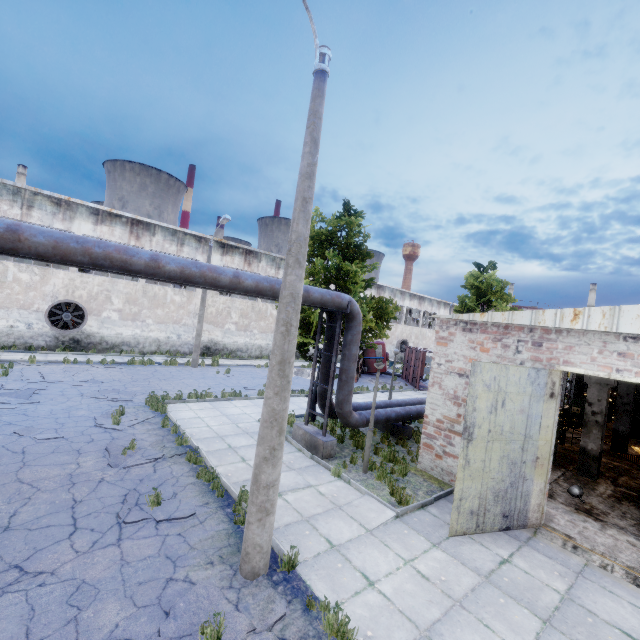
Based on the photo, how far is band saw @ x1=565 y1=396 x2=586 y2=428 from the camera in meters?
18.5 m

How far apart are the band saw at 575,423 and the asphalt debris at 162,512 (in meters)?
21.05

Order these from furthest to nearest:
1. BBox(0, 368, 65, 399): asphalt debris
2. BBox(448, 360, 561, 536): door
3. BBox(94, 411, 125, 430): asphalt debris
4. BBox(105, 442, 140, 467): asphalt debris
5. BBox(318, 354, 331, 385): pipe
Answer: BBox(0, 368, 65, 399): asphalt debris → BBox(318, 354, 331, 385): pipe → BBox(94, 411, 125, 430): asphalt debris → BBox(105, 442, 140, 467): asphalt debris → BBox(448, 360, 561, 536): door

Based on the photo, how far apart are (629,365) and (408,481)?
6.15m

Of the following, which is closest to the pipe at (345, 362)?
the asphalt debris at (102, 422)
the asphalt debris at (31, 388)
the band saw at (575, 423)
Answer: the band saw at (575, 423)

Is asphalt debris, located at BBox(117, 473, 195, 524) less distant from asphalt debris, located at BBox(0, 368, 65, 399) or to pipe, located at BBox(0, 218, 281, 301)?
pipe, located at BBox(0, 218, 281, 301)

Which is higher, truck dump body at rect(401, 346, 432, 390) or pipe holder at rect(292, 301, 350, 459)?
truck dump body at rect(401, 346, 432, 390)

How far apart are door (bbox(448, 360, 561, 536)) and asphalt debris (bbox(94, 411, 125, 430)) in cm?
982
